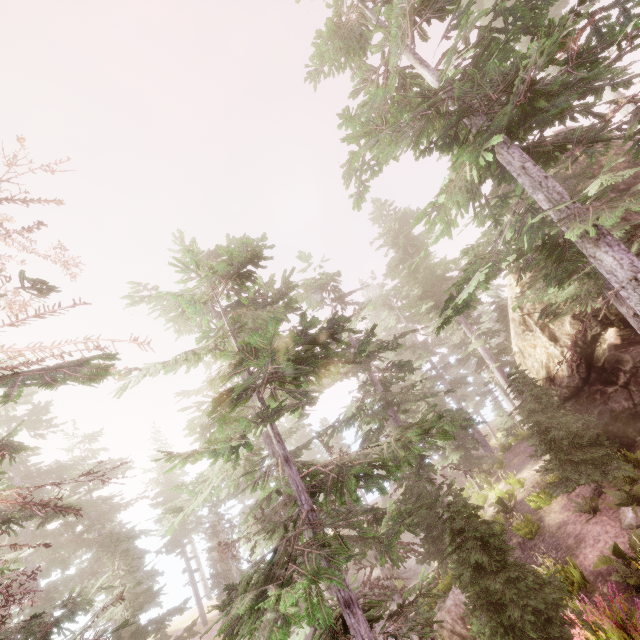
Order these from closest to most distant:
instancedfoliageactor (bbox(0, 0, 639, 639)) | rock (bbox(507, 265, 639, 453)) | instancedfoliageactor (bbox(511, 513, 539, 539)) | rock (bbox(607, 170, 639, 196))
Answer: instancedfoliageactor (bbox(0, 0, 639, 639)) → rock (bbox(607, 170, 639, 196)) → rock (bbox(507, 265, 639, 453)) → instancedfoliageactor (bbox(511, 513, 539, 539))

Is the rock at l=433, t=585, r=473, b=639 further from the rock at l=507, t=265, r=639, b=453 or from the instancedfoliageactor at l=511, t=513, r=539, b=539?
the rock at l=507, t=265, r=639, b=453

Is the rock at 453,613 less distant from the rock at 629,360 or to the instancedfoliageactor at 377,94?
the instancedfoliageactor at 377,94

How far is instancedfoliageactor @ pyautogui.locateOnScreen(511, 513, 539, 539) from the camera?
14.2m

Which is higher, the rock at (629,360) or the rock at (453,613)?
the rock at (629,360)

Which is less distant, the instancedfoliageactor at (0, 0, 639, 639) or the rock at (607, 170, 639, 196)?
the instancedfoliageactor at (0, 0, 639, 639)

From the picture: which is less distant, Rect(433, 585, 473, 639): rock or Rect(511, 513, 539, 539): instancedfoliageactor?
Rect(433, 585, 473, 639): rock

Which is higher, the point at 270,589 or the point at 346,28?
the point at 346,28
